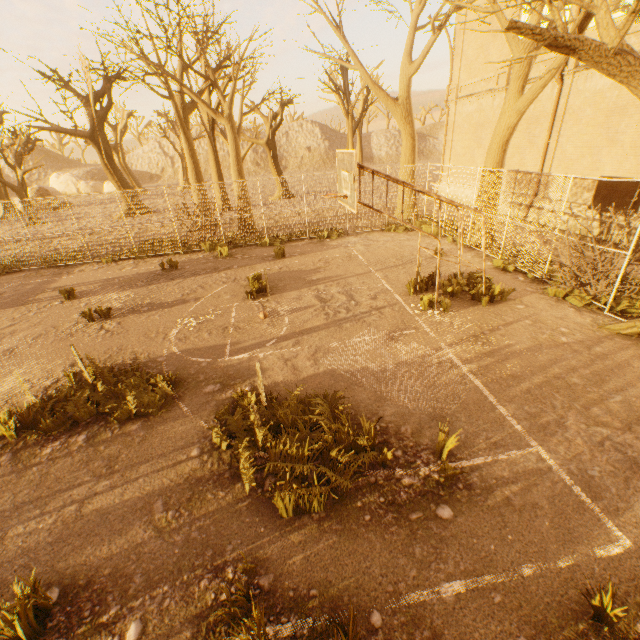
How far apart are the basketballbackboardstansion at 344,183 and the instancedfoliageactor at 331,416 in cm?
388

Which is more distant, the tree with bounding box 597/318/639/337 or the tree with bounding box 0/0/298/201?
the tree with bounding box 0/0/298/201

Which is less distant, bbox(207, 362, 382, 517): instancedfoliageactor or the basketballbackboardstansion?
bbox(207, 362, 382, 517): instancedfoliageactor

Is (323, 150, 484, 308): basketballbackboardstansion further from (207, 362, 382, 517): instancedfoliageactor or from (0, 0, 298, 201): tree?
(207, 362, 382, 517): instancedfoliageactor

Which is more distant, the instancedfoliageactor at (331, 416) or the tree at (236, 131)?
the tree at (236, 131)

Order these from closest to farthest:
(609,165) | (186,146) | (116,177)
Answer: (609,165) → (186,146) → (116,177)

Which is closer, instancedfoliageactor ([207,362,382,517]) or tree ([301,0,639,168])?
instancedfoliageactor ([207,362,382,517])
